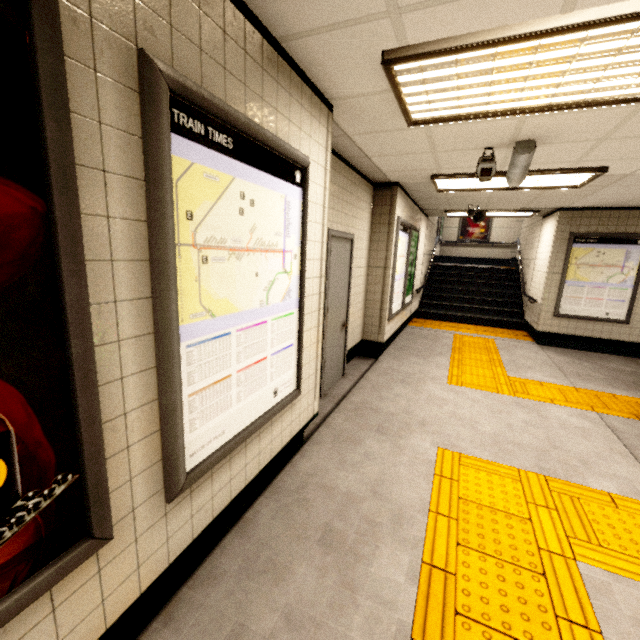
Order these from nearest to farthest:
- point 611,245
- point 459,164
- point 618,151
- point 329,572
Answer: Answer: point 329,572 < point 618,151 < point 459,164 < point 611,245

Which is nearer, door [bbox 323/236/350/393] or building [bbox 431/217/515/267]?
door [bbox 323/236/350/393]

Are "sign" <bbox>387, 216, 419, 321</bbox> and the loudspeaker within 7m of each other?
yes

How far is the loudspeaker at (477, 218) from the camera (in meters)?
6.75

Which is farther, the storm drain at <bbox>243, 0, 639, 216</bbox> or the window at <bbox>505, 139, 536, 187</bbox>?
the window at <bbox>505, 139, 536, 187</bbox>

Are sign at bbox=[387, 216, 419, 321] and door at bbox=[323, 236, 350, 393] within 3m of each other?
yes

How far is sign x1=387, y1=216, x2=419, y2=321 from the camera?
5.50m

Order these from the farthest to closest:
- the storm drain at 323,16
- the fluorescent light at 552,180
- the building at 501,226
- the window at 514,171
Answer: the building at 501,226 < the fluorescent light at 552,180 < the window at 514,171 < the storm drain at 323,16
